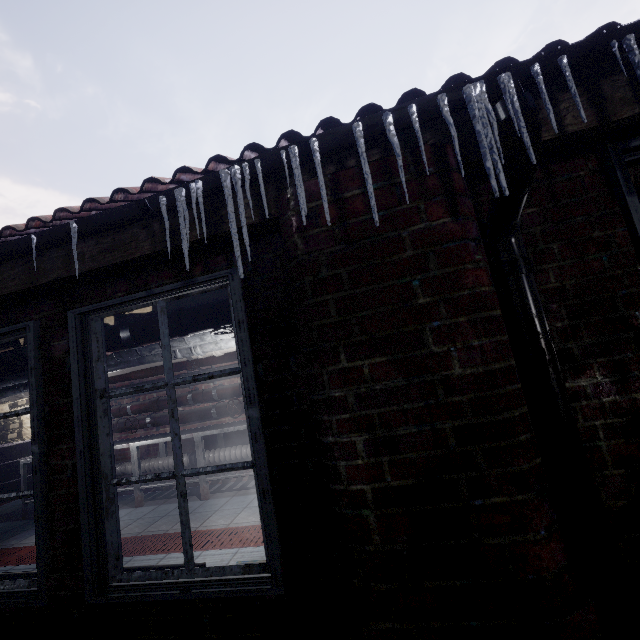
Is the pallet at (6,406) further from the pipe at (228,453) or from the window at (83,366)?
the window at (83,366)

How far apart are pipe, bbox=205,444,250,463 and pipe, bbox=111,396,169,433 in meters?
0.4

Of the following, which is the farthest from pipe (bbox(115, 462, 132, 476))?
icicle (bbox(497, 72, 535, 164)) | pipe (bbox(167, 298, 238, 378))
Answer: icicle (bbox(497, 72, 535, 164))

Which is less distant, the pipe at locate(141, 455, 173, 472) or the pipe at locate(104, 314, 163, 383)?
the pipe at locate(104, 314, 163, 383)

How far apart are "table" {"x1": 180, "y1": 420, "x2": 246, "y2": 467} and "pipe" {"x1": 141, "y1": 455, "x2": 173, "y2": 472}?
0.03m

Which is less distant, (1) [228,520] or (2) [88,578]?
(2) [88,578]

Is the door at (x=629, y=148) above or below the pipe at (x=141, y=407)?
above

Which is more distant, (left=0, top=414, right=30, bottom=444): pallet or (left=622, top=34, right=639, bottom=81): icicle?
(left=0, top=414, right=30, bottom=444): pallet
